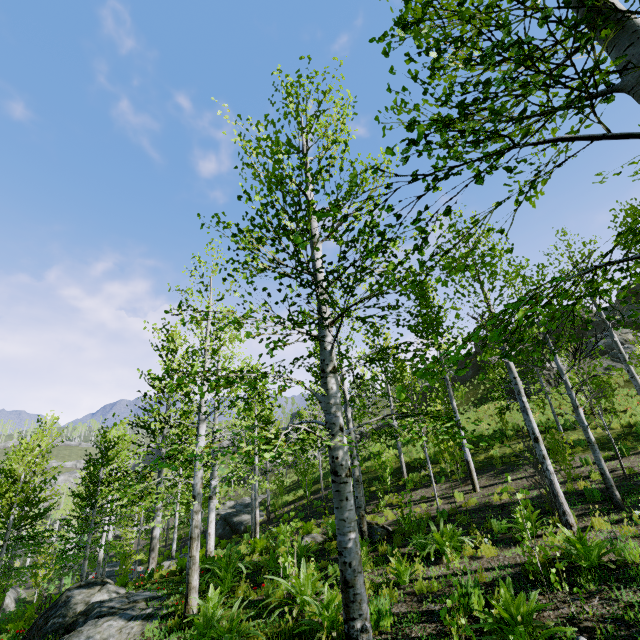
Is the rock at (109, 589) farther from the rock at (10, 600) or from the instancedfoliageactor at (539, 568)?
the rock at (10, 600)

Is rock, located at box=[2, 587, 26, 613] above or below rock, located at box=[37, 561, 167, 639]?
below

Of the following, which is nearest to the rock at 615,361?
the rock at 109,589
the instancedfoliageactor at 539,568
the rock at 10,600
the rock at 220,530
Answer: the instancedfoliageactor at 539,568

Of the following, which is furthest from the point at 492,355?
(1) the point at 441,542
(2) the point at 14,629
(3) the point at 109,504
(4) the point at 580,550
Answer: (2) the point at 14,629

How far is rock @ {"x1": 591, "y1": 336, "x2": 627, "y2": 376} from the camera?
23.9 meters

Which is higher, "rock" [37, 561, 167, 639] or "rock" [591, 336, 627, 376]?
"rock" [591, 336, 627, 376]

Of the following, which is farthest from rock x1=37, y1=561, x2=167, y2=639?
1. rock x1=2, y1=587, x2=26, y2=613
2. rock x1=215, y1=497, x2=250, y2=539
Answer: rock x1=2, y1=587, x2=26, y2=613

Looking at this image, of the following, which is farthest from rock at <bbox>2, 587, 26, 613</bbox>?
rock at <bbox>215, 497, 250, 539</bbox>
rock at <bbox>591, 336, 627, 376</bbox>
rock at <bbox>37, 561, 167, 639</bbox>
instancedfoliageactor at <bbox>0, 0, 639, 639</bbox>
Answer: rock at <bbox>591, 336, 627, 376</bbox>
